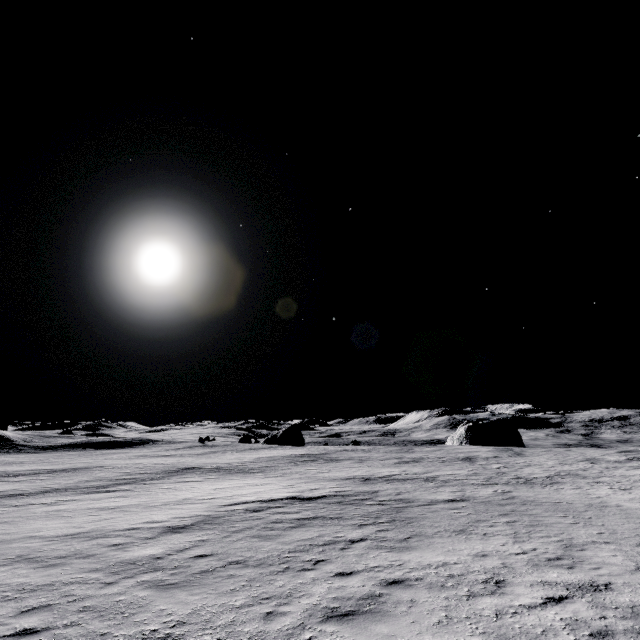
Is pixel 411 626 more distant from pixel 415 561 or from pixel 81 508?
pixel 81 508
